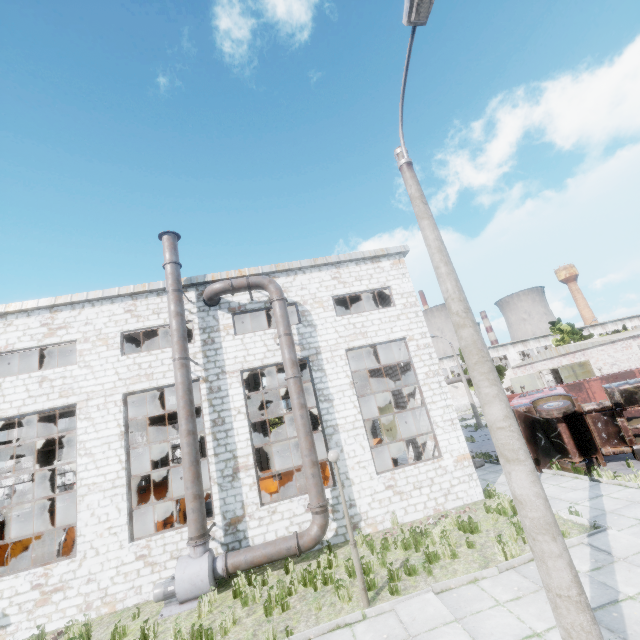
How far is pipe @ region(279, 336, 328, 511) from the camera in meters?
10.9 m

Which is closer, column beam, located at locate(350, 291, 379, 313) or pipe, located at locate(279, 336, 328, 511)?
pipe, located at locate(279, 336, 328, 511)

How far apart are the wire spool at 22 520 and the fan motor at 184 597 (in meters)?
15.95

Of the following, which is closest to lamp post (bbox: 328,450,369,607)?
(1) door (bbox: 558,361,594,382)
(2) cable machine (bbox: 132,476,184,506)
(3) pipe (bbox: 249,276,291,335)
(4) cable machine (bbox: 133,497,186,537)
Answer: (3) pipe (bbox: 249,276,291,335)

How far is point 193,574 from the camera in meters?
9.6

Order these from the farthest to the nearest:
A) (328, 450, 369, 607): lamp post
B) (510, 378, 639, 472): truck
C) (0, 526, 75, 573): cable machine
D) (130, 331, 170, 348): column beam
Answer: (130, 331, 170, 348): column beam
(0, 526, 75, 573): cable machine
(510, 378, 639, 472): truck
(328, 450, 369, 607): lamp post

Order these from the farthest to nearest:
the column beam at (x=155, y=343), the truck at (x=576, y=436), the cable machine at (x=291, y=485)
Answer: the column beam at (x=155, y=343), the cable machine at (x=291, y=485), the truck at (x=576, y=436)

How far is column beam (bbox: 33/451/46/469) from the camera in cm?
2611
